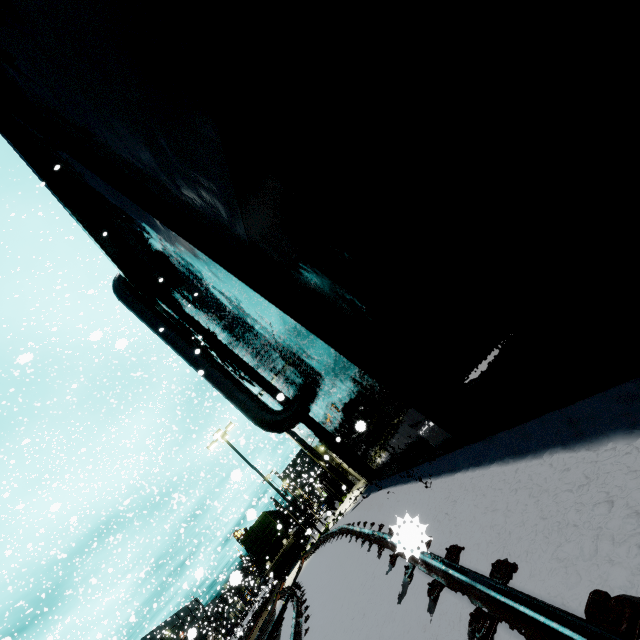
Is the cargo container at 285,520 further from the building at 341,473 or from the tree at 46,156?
the tree at 46,156

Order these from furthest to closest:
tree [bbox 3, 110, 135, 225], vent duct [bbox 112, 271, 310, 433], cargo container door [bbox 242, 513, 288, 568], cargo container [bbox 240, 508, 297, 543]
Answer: cargo container [bbox 240, 508, 297, 543] < cargo container door [bbox 242, 513, 288, 568] < vent duct [bbox 112, 271, 310, 433] < tree [bbox 3, 110, 135, 225]

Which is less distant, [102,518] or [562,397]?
[562,397]

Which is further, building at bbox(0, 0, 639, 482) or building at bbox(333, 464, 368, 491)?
building at bbox(333, 464, 368, 491)

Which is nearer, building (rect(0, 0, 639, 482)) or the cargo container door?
building (rect(0, 0, 639, 482))

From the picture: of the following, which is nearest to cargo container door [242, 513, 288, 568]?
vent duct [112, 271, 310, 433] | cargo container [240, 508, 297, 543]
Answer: cargo container [240, 508, 297, 543]

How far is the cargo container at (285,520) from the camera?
23.53m

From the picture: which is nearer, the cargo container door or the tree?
the tree
